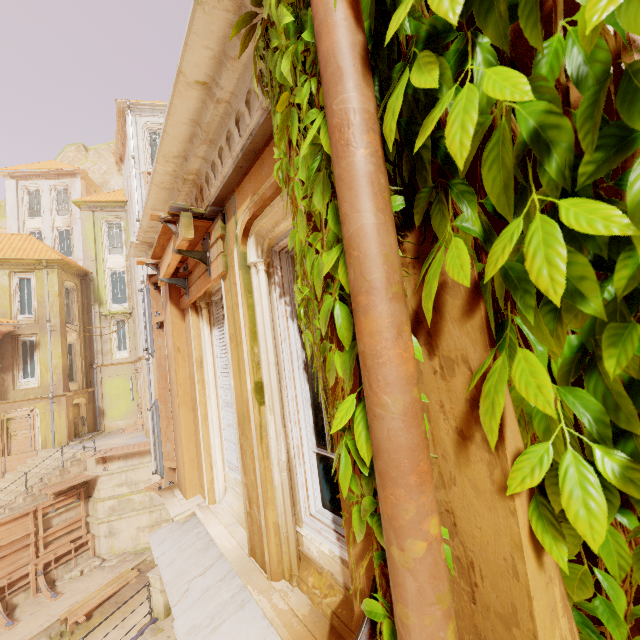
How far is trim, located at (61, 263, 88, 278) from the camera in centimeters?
2089cm

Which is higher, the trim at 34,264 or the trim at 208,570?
the trim at 34,264

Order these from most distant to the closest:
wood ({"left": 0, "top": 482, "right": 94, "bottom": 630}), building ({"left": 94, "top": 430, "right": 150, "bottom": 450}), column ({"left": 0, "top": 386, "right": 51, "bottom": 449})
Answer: column ({"left": 0, "top": 386, "right": 51, "bottom": 449}), building ({"left": 94, "top": 430, "right": 150, "bottom": 450}), wood ({"left": 0, "top": 482, "right": 94, "bottom": 630})

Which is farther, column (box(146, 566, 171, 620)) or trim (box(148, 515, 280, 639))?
column (box(146, 566, 171, 620))

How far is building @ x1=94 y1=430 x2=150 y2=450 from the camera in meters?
17.7

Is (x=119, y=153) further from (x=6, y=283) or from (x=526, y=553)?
(x=526, y=553)

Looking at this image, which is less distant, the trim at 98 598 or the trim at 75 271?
the trim at 98 598

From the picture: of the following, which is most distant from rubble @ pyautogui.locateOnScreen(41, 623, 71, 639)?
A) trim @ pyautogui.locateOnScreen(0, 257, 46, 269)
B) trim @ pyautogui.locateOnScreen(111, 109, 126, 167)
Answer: trim @ pyautogui.locateOnScreen(111, 109, 126, 167)
